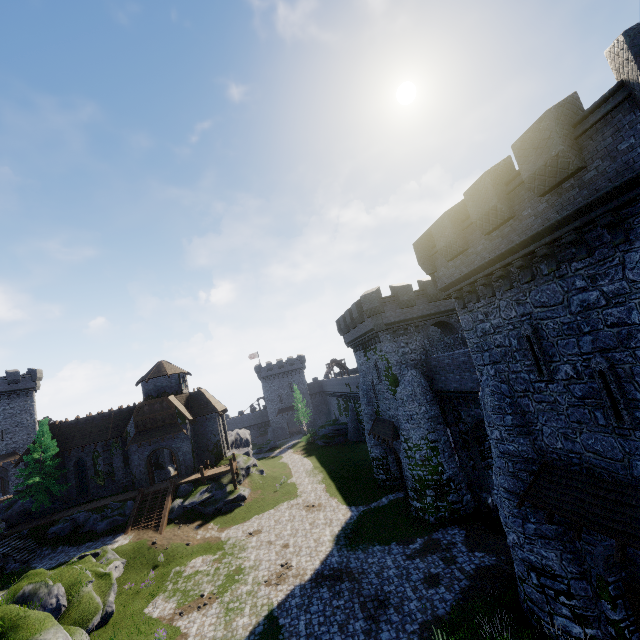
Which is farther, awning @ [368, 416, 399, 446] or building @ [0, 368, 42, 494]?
building @ [0, 368, 42, 494]

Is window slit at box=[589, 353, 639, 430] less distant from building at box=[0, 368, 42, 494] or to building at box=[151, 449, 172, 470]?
building at box=[151, 449, 172, 470]

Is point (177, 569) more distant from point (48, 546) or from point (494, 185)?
point (494, 185)

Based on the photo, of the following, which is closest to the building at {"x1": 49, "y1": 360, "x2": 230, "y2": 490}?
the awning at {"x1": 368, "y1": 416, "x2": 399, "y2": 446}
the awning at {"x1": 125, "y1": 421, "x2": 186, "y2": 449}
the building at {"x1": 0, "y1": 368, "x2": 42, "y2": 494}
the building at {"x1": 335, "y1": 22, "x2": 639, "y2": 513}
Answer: the awning at {"x1": 125, "y1": 421, "x2": 186, "y2": 449}

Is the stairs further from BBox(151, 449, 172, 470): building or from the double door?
the double door

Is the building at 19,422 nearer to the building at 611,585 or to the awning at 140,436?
the awning at 140,436

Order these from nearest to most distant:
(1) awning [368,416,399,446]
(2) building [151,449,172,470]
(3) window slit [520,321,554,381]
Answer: (3) window slit [520,321,554,381]
(1) awning [368,416,399,446]
(2) building [151,449,172,470]

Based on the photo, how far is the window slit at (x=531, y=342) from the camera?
11.3 meters
